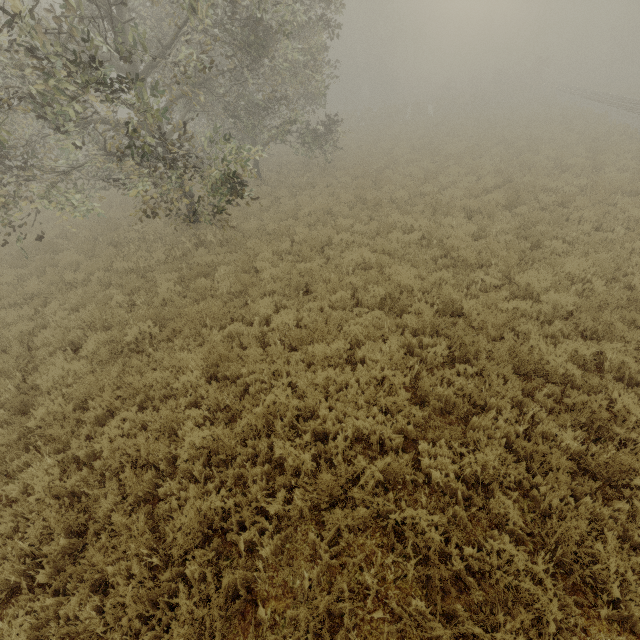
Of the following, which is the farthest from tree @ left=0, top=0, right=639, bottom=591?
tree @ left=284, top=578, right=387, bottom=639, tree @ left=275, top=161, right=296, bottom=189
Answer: tree @ left=284, top=578, right=387, bottom=639

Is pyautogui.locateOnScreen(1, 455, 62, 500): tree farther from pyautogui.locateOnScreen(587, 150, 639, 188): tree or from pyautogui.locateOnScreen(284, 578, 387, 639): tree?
pyautogui.locateOnScreen(587, 150, 639, 188): tree

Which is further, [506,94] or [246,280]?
[506,94]

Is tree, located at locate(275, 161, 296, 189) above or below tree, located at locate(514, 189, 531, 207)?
above

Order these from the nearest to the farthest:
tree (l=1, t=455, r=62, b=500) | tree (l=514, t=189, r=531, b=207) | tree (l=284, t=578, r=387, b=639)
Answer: tree (l=284, t=578, r=387, b=639) → tree (l=1, t=455, r=62, b=500) → tree (l=514, t=189, r=531, b=207)

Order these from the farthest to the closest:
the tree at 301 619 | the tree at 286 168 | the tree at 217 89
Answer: the tree at 286 168
the tree at 217 89
the tree at 301 619

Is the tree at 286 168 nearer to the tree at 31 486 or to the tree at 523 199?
the tree at 523 199
